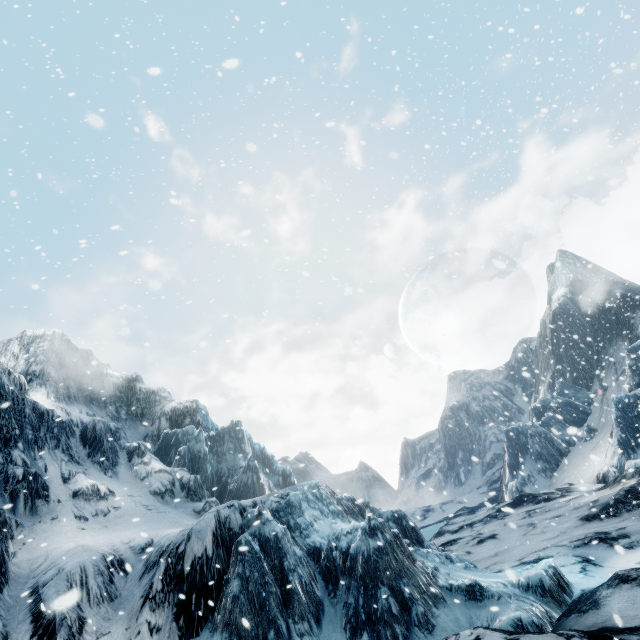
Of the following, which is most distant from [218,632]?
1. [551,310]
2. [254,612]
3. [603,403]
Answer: [551,310]
